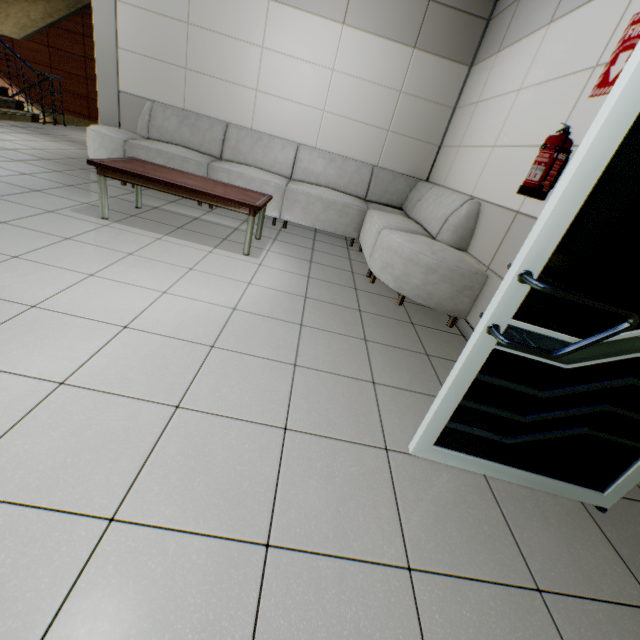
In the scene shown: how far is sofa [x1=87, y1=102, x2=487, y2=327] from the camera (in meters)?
2.92

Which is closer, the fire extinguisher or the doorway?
the doorway

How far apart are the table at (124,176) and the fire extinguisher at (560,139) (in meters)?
2.18

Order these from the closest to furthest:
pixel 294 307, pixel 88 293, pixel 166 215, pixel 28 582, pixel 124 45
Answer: pixel 28 582, pixel 88 293, pixel 294 307, pixel 166 215, pixel 124 45

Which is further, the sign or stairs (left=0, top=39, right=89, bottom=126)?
stairs (left=0, top=39, right=89, bottom=126)

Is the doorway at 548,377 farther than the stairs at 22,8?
No

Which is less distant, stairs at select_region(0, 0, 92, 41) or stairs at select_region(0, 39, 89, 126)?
stairs at select_region(0, 39, 89, 126)

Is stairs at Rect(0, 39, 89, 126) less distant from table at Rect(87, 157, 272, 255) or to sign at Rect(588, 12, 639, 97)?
table at Rect(87, 157, 272, 255)
